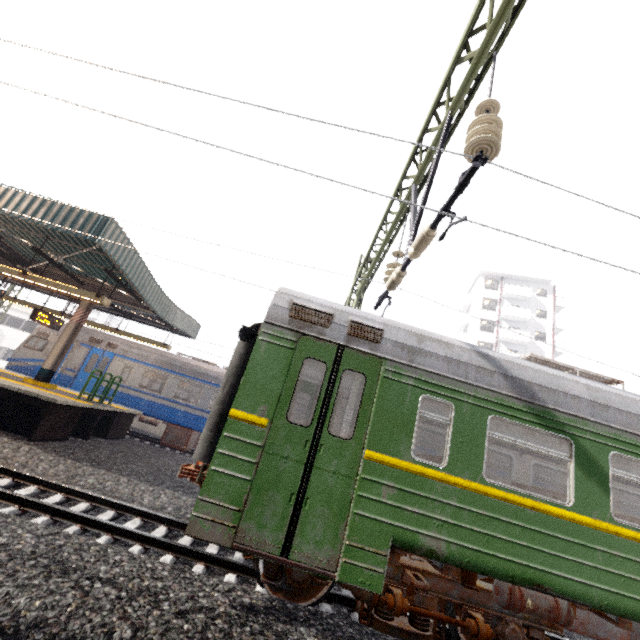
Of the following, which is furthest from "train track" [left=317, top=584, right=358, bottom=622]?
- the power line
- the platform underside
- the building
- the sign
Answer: the building

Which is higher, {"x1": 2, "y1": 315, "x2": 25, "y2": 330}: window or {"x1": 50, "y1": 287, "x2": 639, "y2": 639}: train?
{"x1": 2, "y1": 315, "x2": 25, "y2": 330}: window

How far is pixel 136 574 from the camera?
3.9m

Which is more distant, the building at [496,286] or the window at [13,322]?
the building at [496,286]

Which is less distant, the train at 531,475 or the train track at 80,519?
the train at 531,475

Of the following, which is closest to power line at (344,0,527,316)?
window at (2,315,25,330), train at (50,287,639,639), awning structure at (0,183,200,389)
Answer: train at (50,287,639,639)

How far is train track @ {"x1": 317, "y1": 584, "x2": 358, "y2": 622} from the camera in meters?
4.8 m

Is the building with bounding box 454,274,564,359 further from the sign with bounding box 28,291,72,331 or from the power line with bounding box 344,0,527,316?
the sign with bounding box 28,291,72,331
